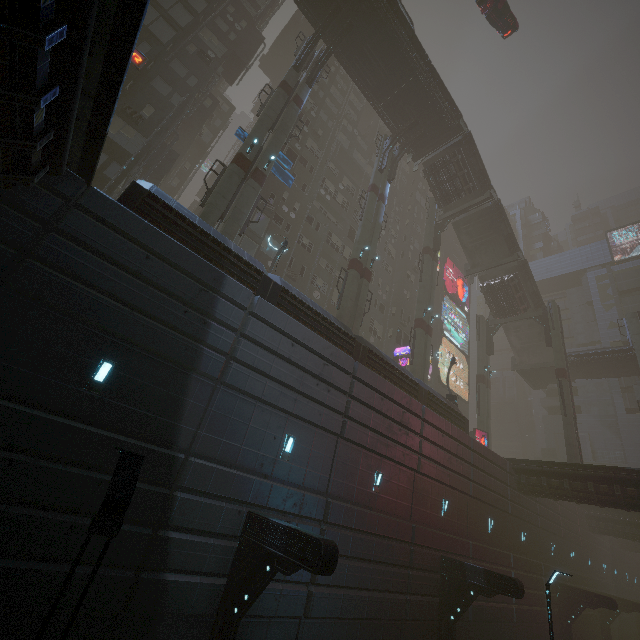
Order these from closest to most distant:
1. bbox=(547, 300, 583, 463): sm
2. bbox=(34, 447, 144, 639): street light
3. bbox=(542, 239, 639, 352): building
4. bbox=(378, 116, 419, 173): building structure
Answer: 1. bbox=(34, 447, 144, 639): street light
2. bbox=(547, 300, 583, 463): sm
3. bbox=(378, 116, 419, 173): building structure
4. bbox=(542, 239, 639, 352): building

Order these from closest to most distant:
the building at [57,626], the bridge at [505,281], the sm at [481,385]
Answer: the building at [57,626] < the sm at [481,385] < the bridge at [505,281]

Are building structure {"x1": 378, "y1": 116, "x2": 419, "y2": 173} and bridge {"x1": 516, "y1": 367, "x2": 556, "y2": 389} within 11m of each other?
no

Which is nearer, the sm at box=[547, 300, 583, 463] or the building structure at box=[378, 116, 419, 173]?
the sm at box=[547, 300, 583, 463]

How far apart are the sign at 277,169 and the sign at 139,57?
10.4m

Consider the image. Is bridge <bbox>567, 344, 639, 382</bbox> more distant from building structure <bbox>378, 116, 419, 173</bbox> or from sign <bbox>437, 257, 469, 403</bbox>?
building structure <bbox>378, 116, 419, 173</bbox>

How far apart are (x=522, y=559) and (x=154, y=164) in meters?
40.3 m

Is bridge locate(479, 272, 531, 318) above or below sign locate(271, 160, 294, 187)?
above
